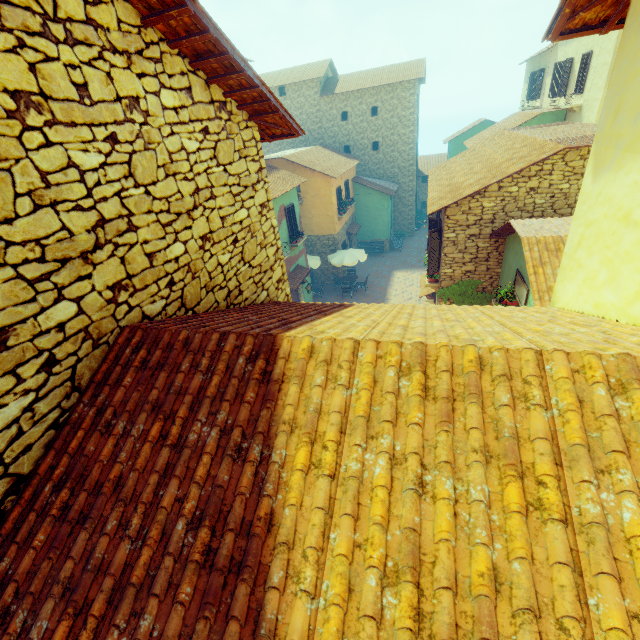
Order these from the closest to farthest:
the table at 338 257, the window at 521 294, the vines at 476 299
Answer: the window at 521 294 → the vines at 476 299 → the table at 338 257

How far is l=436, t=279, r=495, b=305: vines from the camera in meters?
10.9

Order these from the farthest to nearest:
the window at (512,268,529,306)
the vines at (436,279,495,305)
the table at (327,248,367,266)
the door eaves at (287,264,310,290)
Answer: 1. the table at (327,248,367,266)
2. the door eaves at (287,264,310,290)
3. the vines at (436,279,495,305)
4. the window at (512,268,529,306)

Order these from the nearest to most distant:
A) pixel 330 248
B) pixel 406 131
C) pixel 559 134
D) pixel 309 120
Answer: pixel 559 134
pixel 330 248
pixel 406 131
pixel 309 120

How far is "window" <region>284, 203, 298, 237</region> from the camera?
15.57m

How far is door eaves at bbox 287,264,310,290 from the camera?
15.5m

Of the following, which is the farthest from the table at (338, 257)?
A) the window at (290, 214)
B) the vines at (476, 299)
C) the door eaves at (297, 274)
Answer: the vines at (476, 299)

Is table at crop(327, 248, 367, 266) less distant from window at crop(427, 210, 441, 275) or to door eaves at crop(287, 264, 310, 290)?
window at crop(427, 210, 441, 275)
